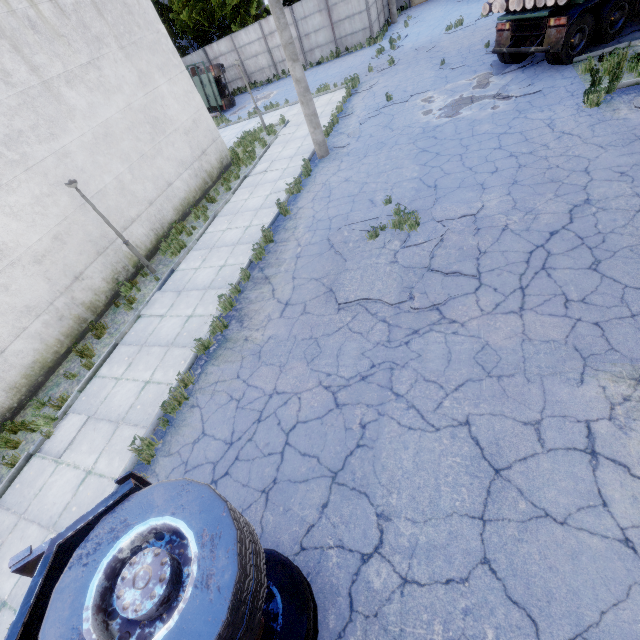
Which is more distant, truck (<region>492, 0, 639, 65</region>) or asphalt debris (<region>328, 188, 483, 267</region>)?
truck (<region>492, 0, 639, 65</region>)

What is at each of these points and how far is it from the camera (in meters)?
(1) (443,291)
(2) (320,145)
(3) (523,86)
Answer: (1) asphalt debris, 6.22
(2) lamp post, 12.29
(3) asphalt debris, 10.80

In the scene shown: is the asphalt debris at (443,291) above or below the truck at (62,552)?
below

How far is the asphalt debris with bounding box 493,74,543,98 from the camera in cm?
1028

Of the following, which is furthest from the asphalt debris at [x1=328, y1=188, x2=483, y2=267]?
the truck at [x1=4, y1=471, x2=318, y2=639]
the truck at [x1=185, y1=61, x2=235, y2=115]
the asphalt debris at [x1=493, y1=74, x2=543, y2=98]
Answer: the truck at [x1=185, y1=61, x2=235, y2=115]

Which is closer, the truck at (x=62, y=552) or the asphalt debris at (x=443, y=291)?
the truck at (x=62, y=552)

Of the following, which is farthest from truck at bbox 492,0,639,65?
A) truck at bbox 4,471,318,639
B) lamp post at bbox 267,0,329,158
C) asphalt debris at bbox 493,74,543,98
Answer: truck at bbox 4,471,318,639
